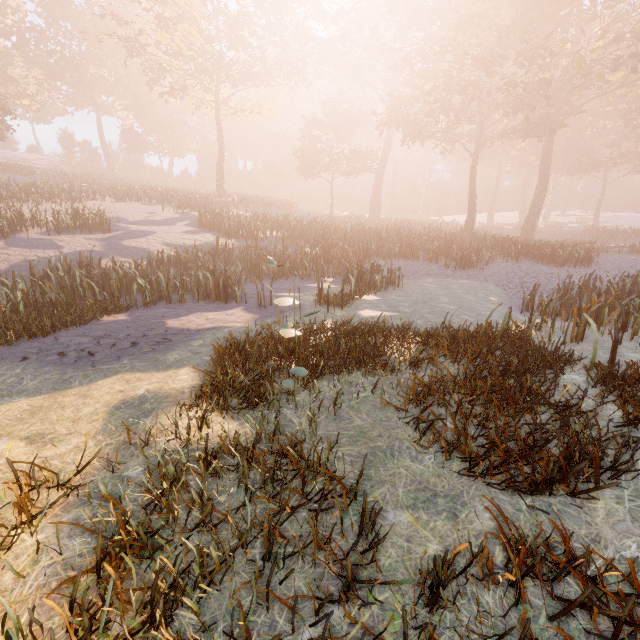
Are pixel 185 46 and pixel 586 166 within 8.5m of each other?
no
